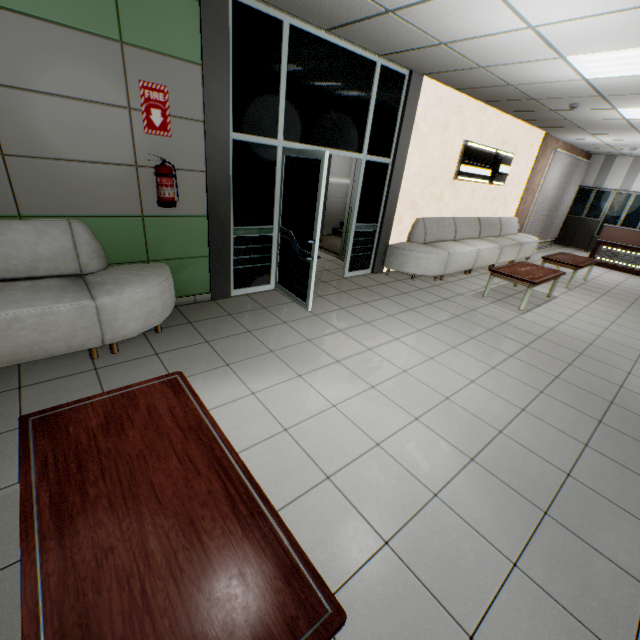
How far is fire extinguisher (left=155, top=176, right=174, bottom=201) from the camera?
3.3m

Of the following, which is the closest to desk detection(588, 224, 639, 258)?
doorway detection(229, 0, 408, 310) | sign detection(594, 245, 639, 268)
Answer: sign detection(594, 245, 639, 268)

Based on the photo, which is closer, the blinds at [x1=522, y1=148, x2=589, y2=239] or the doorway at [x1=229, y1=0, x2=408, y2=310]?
the doorway at [x1=229, y1=0, x2=408, y2=310]

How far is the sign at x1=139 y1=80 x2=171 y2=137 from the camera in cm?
309

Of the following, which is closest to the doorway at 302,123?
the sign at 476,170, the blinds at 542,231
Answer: the sign at 476,170

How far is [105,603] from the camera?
1.0 meters

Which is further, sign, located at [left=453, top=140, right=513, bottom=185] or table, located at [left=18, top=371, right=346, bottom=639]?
sign, located at [left=453, top=140, right=513, bottom=185]

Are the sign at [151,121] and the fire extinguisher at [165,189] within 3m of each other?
yes
